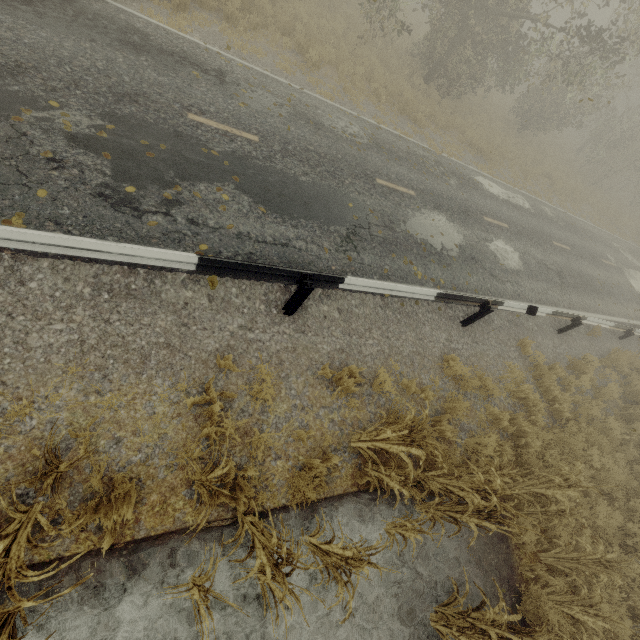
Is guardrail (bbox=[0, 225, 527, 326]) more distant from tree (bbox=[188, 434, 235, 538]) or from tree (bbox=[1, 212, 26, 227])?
tree (bbox=[1, 212, 26, 227])

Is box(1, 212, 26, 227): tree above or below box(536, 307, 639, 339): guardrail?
below

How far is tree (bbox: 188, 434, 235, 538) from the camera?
2.9m

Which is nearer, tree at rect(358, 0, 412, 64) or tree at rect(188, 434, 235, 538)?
tree at rect(188, 434, 235, 538)

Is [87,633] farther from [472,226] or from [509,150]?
[509,150]

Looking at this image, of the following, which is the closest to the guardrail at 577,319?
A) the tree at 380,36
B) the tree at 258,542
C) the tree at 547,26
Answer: the tree at 258,542

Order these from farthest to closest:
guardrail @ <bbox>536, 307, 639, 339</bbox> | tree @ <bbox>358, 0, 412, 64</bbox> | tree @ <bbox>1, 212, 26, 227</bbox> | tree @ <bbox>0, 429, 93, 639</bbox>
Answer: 1. tree @ <bbox>358, 0, 412, 64</bbox>
2. guardrail @ <bbox>536, 307, 639, 339</bbox>
3. tree @ <bbox>1, 212, 26, 227</bbox>
4. tree @ <bbox>0, 429, 93, 639</bbox>

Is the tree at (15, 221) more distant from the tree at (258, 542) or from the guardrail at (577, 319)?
the guardrail at (577, 319)
